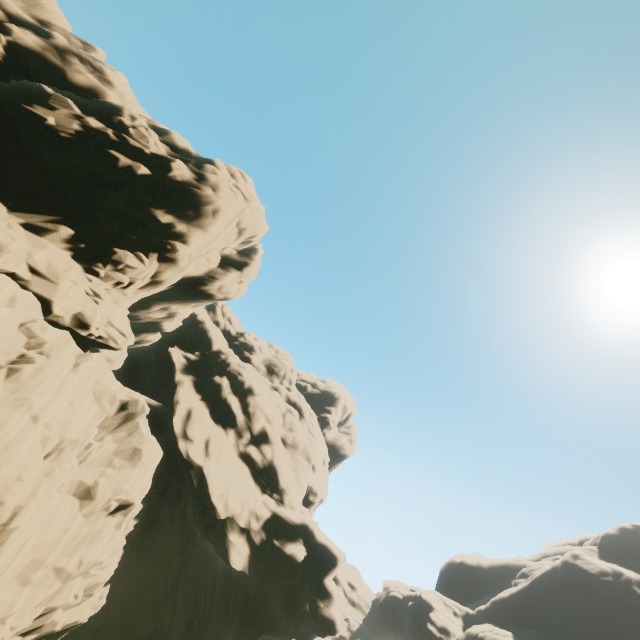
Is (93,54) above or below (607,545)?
above
